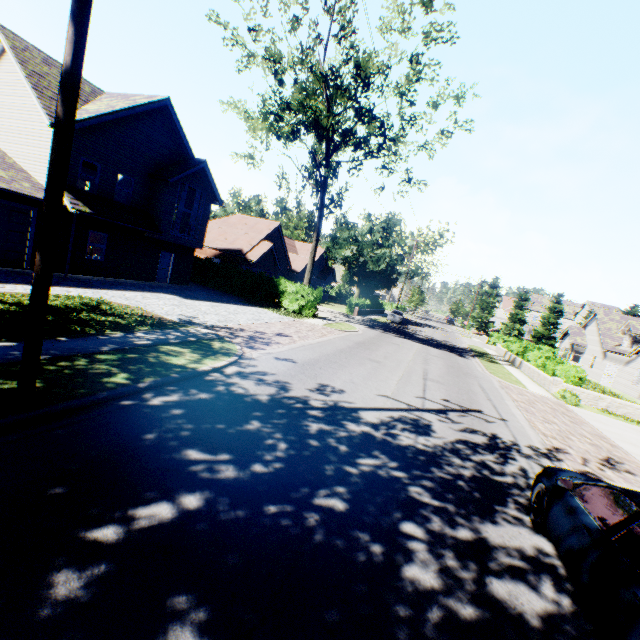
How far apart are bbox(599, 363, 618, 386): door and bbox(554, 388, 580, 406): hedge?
18.7 meters

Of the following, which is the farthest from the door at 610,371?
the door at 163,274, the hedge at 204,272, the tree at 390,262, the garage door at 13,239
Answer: the garage door at 13,239

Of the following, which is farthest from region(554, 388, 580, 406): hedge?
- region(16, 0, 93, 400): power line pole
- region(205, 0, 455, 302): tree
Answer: region(16, 0, 93, 400): power line pole

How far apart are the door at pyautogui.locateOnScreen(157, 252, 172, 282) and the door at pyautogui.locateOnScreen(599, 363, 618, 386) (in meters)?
40.41

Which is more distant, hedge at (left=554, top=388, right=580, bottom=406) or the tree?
the tree

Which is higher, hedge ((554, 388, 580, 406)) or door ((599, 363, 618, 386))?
door ((599, 363, 618, 386))

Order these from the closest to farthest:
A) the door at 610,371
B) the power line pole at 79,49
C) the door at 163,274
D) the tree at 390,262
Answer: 1. the power line pole at 79,49
2. the tree at 390,262
3. the door at 163,274
4. the door at 610,371

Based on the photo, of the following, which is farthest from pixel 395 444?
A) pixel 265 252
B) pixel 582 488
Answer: pixel 265 252
